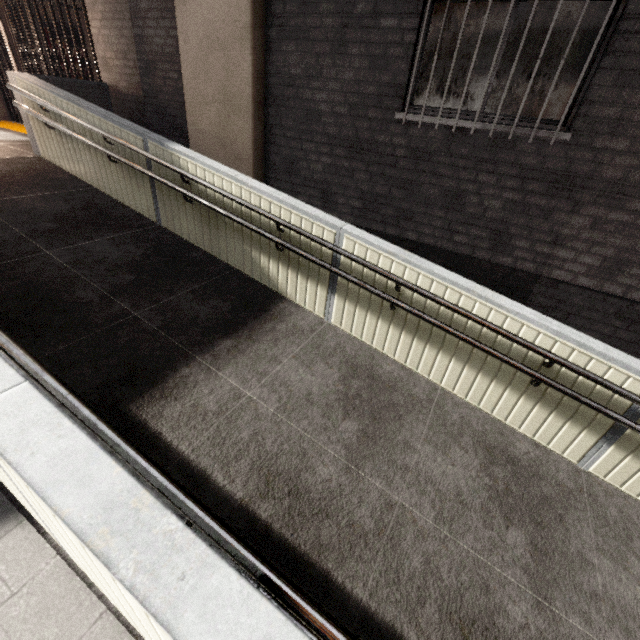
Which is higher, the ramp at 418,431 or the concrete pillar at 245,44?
the concrete pillar at 245,44

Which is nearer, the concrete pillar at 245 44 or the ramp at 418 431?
the ramp at 418 431

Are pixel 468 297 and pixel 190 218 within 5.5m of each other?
yes

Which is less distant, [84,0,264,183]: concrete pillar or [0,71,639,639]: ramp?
[0,71,639,639]: ramp

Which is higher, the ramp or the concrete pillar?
the concrete pillar
